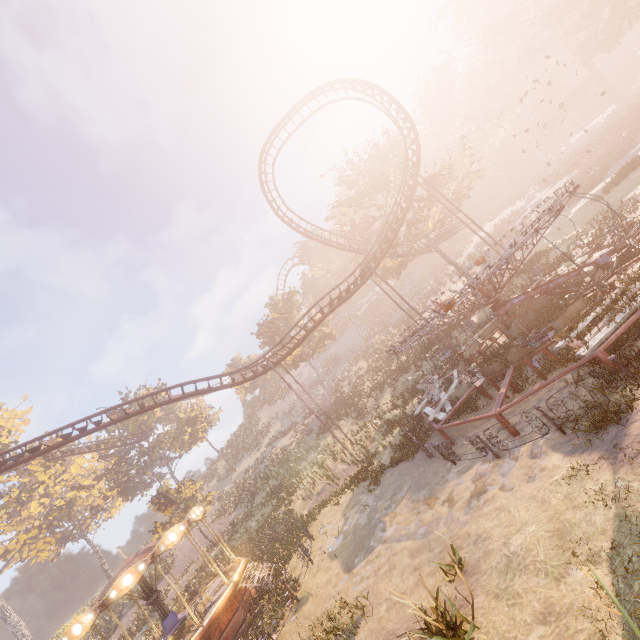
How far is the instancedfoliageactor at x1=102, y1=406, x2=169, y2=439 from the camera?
42.9 meters

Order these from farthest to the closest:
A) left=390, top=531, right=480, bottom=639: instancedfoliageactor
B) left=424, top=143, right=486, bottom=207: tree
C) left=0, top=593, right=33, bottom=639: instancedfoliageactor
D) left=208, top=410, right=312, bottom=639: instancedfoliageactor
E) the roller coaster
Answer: left=0, top=593, right=33, bottom=639: instancedfoliageactor < left=424, top=143, right=486, bottom=207: tree < the roller coaster < left=208, top=410, right=312, bottom=639: instancedfoliageactor < left=390, top=531, right=480, bottom=639: instancedfoliageactor

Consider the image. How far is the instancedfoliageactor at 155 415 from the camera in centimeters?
4288cm

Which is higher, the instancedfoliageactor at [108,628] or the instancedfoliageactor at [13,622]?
the instancedfoliageactor at [13,622]

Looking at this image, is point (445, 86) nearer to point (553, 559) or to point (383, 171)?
point (383, 171)

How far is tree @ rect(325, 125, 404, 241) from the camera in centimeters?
3281cm

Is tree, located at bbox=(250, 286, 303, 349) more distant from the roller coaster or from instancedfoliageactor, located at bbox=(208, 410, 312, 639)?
instancedfoliageactor, located at bbox=(208, 410, 312, 639)

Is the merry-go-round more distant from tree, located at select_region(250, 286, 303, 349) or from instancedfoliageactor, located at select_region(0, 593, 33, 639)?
tree, located at select_region(250, 286, 303, 349)
